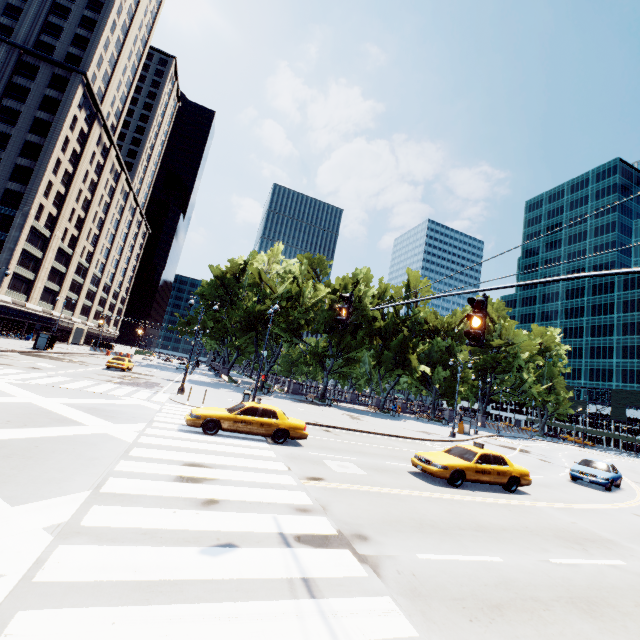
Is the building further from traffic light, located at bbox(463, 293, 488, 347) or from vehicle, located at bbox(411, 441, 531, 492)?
vehicle, located at bbox(411, 441, 531, 492)

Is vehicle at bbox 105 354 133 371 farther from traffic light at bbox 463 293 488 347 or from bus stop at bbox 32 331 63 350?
traffic light at bbox 463 293 488 347

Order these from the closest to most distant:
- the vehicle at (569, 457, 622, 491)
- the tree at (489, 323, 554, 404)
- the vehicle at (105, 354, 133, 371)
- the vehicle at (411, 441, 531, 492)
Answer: the vehicle at (411, 441, 531, 492) → the vehicle at (569, 457, 622, 491) → the vehicle at (105, 354, 133, 371) → the tree at (489, 323, 554, 404)

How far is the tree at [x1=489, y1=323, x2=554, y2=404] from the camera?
56.5 meters

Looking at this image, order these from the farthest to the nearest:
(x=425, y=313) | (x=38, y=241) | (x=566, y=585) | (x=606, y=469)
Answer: (x=38, y=241)
(x=425, y=313)
(x=606, y=469)
(x=566, y=585)

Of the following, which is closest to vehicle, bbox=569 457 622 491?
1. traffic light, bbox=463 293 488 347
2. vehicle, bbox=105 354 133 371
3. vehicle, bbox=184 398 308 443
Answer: vehicle, bbox=184 398 308 443

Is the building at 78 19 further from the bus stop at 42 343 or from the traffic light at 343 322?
the traffic light at 343 322

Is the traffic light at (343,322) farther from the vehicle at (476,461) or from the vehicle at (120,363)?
the vehicle at (120,363)
